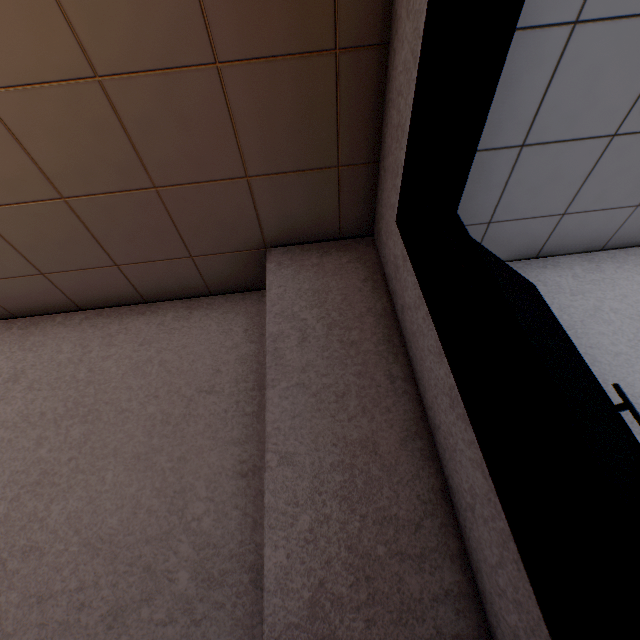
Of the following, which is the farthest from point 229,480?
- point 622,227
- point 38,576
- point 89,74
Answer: point 622,227
